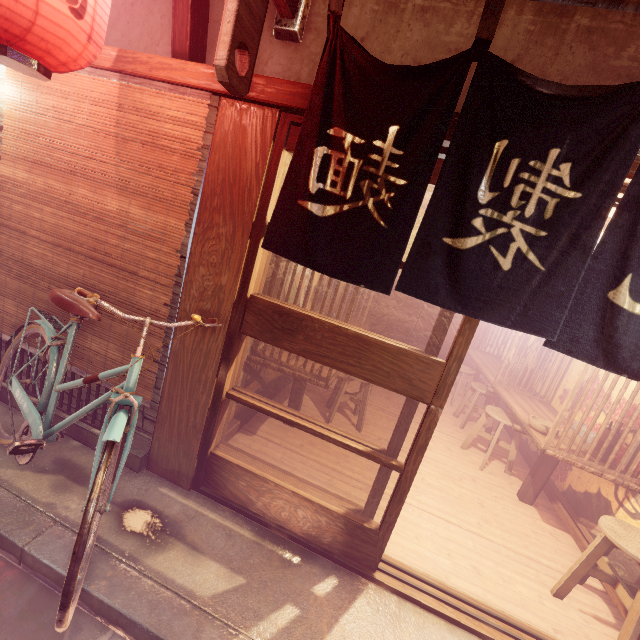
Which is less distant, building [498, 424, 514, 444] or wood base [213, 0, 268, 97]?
wood base [213, 0, 268, 97]

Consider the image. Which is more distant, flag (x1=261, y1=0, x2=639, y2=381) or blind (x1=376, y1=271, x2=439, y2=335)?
blind (x1=376, y1=271, x2=439, y2=335)

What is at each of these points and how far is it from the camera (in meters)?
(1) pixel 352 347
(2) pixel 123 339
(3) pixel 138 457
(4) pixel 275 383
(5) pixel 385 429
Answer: (1) door, 3.88
(2) blind, 4.54
(3) foundation, 4.68
(4) building, 8.24
(5) building, 8.13

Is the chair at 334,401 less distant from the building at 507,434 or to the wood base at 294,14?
the building at 507,434

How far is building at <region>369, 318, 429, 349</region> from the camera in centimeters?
1750cm

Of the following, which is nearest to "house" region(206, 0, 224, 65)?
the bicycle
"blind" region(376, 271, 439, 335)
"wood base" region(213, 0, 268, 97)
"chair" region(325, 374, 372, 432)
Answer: "wood base" region(213, 0, 268, 97)

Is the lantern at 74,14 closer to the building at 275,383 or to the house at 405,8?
the house at 405,8

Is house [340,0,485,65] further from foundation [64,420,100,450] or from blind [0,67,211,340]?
foundation [64,420,100,450]
